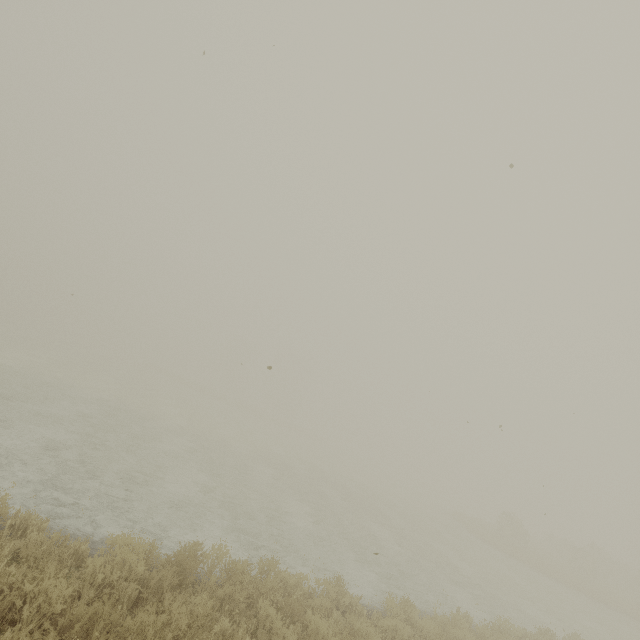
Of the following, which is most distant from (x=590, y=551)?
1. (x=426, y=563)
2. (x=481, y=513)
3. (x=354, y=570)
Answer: (x=354, y=570)
